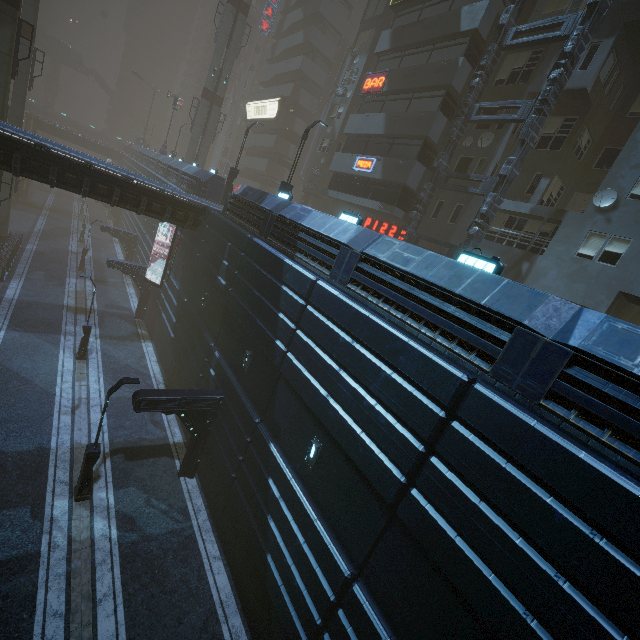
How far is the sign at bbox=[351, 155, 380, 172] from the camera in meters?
23.0 m

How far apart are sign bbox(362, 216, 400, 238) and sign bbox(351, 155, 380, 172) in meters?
3.7 m

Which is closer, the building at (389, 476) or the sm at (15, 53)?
the building at (389, 476)

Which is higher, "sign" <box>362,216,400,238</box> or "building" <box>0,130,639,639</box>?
"sign" <box>362,216,400,238</box>

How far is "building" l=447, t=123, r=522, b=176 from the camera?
19.6m

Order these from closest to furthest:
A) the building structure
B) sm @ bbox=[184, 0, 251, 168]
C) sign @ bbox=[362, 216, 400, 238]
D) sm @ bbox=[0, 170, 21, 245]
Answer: the building structure, sm @ bbox=[0, 170, 21, 245], sign @ bbox=[362, 216, 400, 238], sm @ bbox=[184, 0, 251, 168]

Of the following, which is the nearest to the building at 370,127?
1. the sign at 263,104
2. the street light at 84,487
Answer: the sign at 263,104

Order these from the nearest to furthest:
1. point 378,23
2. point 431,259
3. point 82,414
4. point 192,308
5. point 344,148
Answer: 1. point 431,259
2. point 82,414
3. point 192,308
4. point 344,148
5. point 378,23
